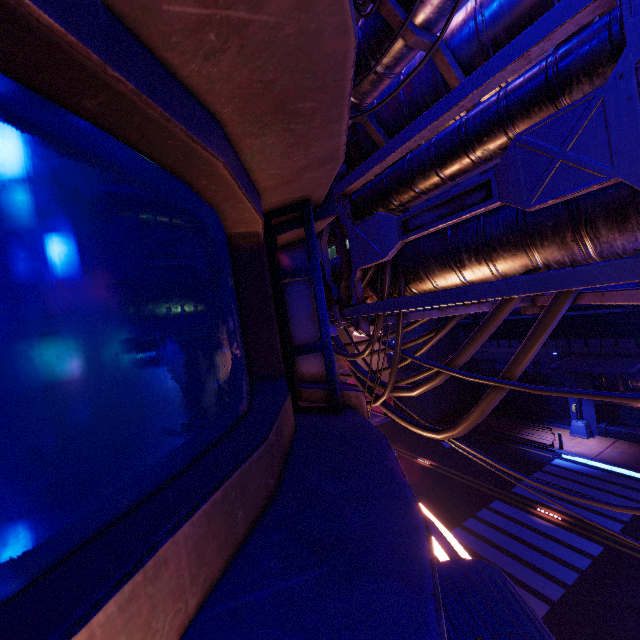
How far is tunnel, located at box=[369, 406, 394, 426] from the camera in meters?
30.9 m

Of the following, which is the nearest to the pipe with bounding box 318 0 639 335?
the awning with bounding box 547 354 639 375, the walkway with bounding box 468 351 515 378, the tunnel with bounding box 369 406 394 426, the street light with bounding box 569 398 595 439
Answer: the tunnel with bounding box 369 406 394 426

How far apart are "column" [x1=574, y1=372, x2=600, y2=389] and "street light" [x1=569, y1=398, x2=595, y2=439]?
0.0m

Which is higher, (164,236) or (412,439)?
(164,236)

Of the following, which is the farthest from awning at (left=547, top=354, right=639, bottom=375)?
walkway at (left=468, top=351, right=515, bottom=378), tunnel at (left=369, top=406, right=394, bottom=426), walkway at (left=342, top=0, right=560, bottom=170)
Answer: walkway at (left=342, top=0, right=560, bottom=170)

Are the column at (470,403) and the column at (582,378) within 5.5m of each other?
no

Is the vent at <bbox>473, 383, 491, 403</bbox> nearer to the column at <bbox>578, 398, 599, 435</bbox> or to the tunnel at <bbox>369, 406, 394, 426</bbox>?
the column at <bbox>578, 398, 599, 435</bbox>

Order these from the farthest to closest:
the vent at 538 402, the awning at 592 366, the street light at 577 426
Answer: the vent at 538 402 < the street light at 577 426 < the awning at 592 366
